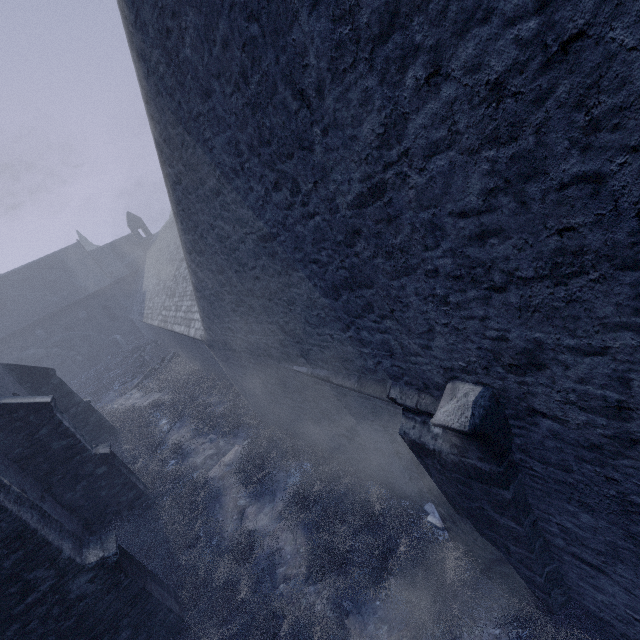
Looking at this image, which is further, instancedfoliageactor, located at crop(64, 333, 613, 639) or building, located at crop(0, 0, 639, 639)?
instancedfoliageactor, located at crop(64, 333, 613, 639)

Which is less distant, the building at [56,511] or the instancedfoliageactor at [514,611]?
the building at [56,511]

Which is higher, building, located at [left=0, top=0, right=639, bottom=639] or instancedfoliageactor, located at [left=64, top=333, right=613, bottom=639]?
building, located at [left=0, top=0, right=639, bottom=639]

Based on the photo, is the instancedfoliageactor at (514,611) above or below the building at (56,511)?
below

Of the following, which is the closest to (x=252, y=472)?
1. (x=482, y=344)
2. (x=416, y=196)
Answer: (x=482, y=344)
